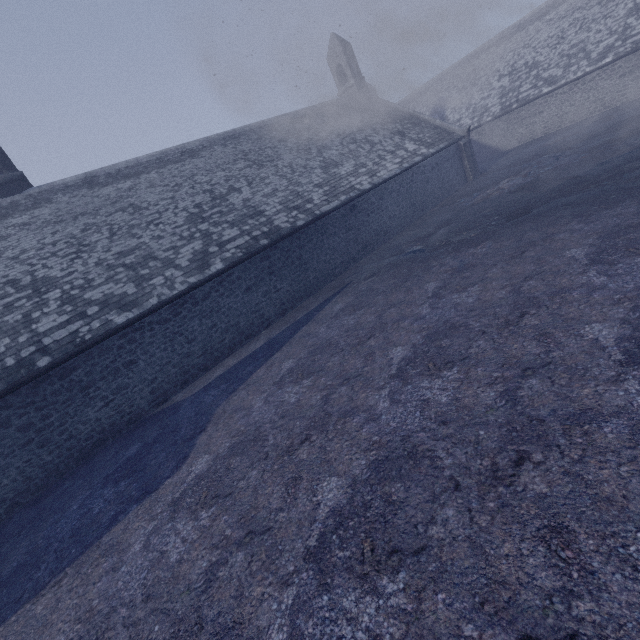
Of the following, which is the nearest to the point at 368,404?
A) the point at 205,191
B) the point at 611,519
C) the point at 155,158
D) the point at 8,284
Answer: the point at 611,519
